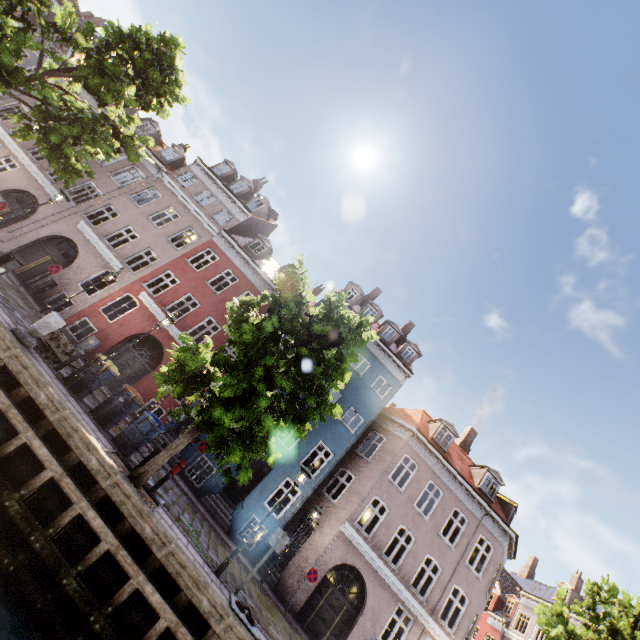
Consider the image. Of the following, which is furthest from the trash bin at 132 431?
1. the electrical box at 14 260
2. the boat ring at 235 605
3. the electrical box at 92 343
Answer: the electrical box at 92 343

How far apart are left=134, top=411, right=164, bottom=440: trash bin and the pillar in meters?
3.5 m

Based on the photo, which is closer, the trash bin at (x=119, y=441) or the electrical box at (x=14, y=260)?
the electrical box at (x=14, y=260)

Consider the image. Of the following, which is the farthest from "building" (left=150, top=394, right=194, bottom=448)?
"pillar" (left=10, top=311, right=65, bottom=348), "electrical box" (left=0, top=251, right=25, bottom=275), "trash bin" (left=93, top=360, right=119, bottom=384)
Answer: "electrical box" (left=0, top=251, right=25, bottom=275)

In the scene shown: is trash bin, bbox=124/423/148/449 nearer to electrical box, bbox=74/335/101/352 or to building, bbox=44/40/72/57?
building, bbox=44/40/72/57

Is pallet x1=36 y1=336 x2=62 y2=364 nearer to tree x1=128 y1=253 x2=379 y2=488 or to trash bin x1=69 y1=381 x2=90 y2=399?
trash bin x1=69 y1=381 x2=90 y2=399

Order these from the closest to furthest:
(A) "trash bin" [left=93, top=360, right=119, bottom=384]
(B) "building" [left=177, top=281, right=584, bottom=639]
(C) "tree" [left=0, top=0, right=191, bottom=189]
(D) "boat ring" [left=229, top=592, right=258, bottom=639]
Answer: (D) "boat ring" [left=229, top=592, right=258, bottom=639] < (A) "trash bin" [left=93, top=360, right=119, bottom=384] < (C) "tree" [left=0, top=0, right=191, bottom=189] < (B) "building" [left=177, top=281, right=584, bottom=639]

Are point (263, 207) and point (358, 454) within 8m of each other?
no
